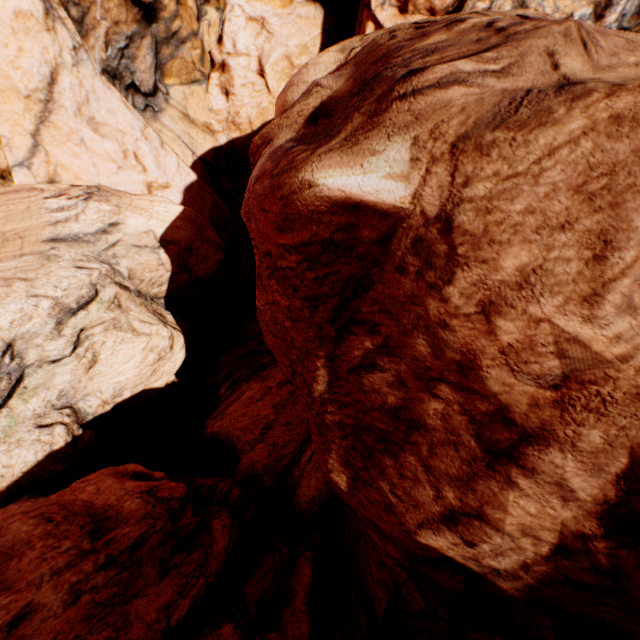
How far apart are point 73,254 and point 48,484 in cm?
609
